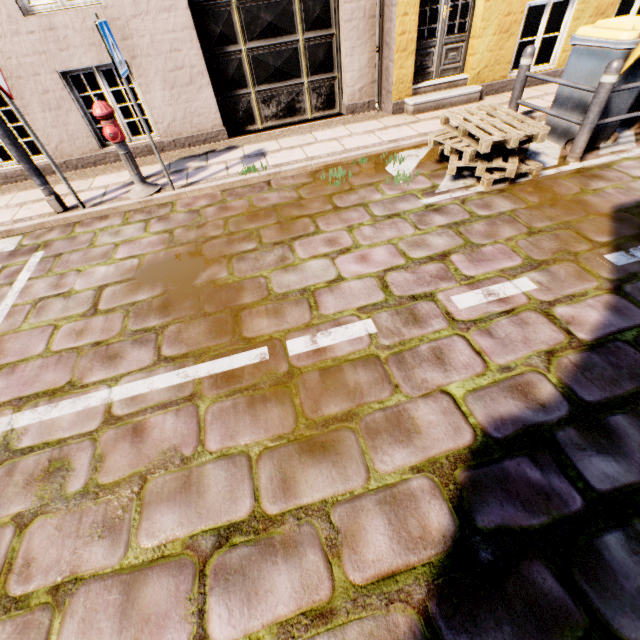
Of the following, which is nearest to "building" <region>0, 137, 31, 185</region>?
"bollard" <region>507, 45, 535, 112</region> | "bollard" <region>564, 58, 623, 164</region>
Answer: "bollard" <region>507, 45, 535, 112</region>

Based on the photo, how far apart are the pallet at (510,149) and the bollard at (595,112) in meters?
0.5 m

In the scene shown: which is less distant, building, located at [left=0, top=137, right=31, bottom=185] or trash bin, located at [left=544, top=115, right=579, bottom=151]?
trash bin, located at [left=544, top=115, right=579, bottom=151]

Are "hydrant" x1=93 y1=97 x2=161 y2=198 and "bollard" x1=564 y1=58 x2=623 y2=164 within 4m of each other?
no

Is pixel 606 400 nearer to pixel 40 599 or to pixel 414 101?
pixel 40 599

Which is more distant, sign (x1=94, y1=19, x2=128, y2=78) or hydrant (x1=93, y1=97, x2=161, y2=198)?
hydrant (x1=93, y1=97, x2=161, y2=198)

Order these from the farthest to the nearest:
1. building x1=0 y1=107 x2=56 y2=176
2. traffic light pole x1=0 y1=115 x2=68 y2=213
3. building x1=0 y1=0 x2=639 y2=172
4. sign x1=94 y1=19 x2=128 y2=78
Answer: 1. building x1=0 y1=107 x2=56 y2=176
2. building x1=0 y1=0 x2=639 y2=172
3. traffic light pole x1=0 y1=115 x2=68 y2=213
4. sign x1=94 y1=19 x2=128 y2=78

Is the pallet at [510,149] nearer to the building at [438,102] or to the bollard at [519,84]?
the bollard at [519,84]
